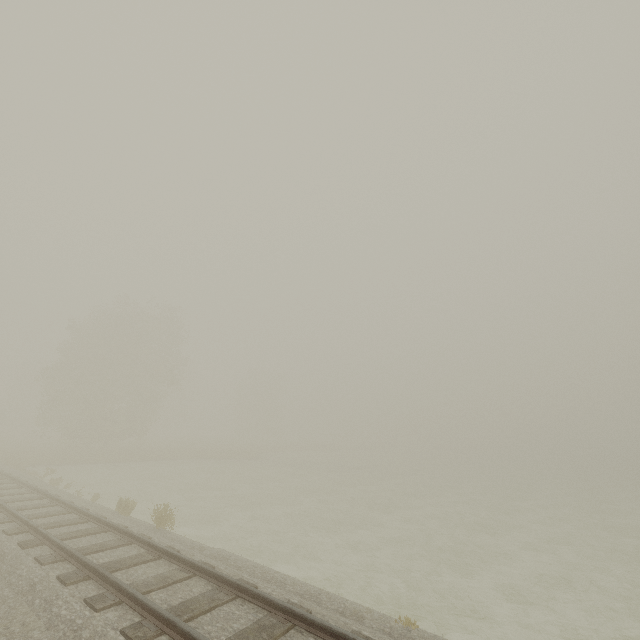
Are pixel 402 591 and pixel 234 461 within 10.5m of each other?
no
